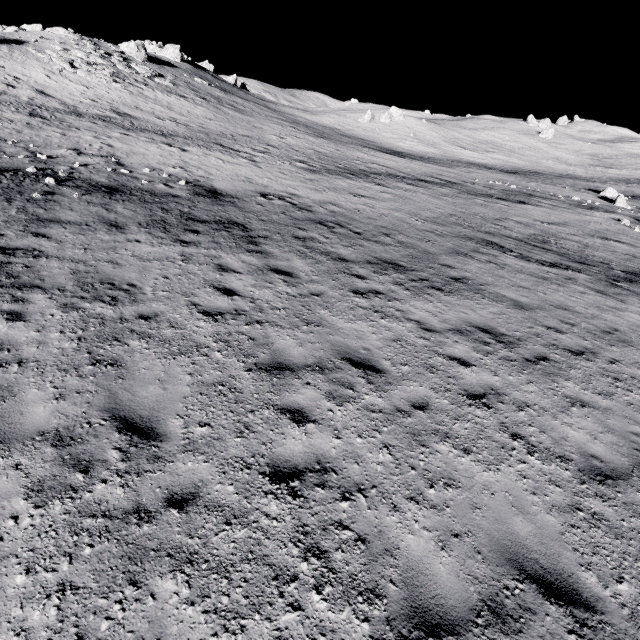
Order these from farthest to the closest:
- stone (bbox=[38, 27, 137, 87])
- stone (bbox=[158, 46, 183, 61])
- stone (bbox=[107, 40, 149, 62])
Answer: stone (bbox=[158, 46, 183, 61]), stone (bbox=[107, 40, 149, 62]), stone (bbox=[38, 27, 137, 87])

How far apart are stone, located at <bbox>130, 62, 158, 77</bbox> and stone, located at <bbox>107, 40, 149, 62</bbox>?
6.1m

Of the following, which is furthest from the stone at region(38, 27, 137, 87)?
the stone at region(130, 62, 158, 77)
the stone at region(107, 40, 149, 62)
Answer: A: the stone at region(107, 40, 149, 62)

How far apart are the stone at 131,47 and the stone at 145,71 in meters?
6.1

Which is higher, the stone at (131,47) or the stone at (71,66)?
the stone at (131,47)

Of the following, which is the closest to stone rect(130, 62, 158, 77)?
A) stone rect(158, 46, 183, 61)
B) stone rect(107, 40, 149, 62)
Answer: stone rect(107, 40, 149, 62)

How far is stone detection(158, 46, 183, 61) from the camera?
58.4m

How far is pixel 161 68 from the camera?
46.6m
